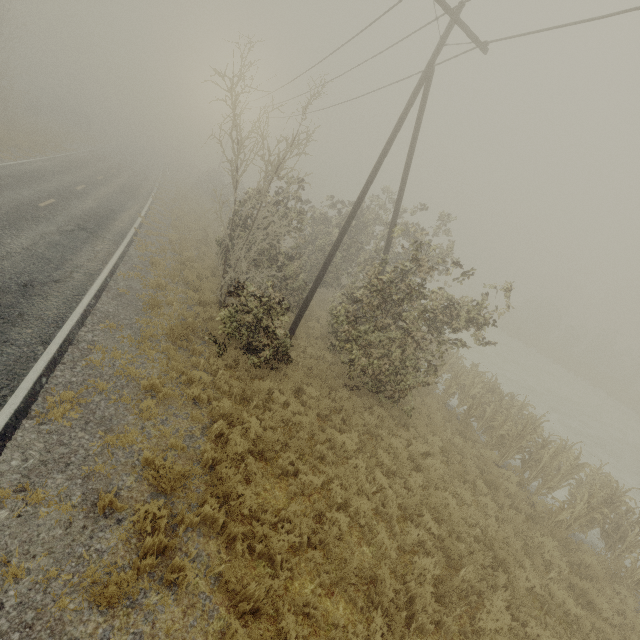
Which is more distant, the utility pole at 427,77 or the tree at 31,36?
the tree at 31,36

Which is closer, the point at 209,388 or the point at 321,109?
the point at 209,388

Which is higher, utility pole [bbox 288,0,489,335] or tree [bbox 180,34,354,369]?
utility pole [bbox 288,0,489,335]

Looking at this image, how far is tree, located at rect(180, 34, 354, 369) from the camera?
9.9m

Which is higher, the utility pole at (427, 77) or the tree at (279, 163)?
the utility pole at (427, 77)

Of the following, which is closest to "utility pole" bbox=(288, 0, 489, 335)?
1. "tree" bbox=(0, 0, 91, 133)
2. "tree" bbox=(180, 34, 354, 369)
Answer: "tree" bbox=(180, 34, 354, 369)
